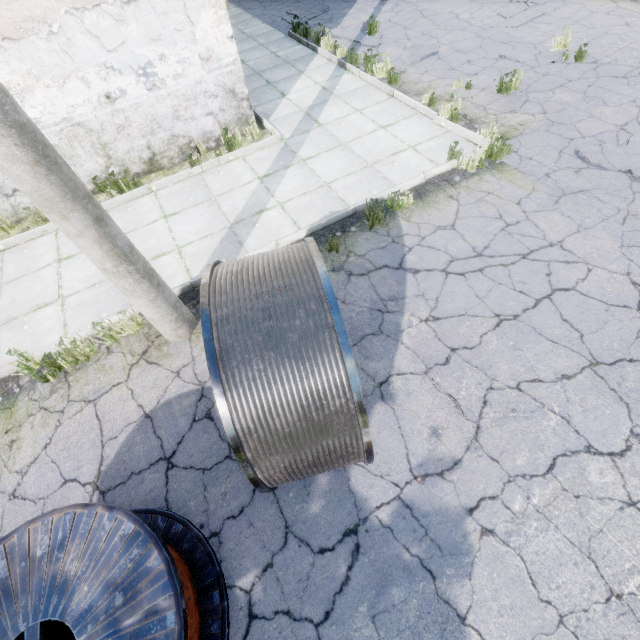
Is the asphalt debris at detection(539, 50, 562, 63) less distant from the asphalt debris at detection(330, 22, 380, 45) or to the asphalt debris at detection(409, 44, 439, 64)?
the asphalt debris at detection(409, 44, 439, 64)

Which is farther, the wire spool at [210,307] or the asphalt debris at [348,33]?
the asphalt debris at [348,33]

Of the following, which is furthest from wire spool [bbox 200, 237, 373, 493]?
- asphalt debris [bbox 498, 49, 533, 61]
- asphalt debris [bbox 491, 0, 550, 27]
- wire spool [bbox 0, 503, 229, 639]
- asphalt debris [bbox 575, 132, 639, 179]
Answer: asphalt debris [bbox 491, 0, 550, 27]

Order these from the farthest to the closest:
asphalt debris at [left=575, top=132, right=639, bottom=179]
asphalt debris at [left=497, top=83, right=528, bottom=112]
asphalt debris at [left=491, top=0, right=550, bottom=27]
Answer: asphalt debris at [left=491, top=0, right=550, bottom=27] < asphalt debris at [left=497, top=83, right=528, bottom=112] < asphalt debris at [left=575, top=132, right=639, bottom=179]

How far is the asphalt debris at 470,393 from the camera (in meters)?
3.60

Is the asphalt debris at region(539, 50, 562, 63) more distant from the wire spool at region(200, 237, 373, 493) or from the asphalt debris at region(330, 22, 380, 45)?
the wire spool at region(200, 237, 373, 493)

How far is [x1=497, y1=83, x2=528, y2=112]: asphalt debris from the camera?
6.8m

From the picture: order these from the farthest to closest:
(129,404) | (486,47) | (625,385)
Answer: (486,47)
(129,404)
(625,385)
